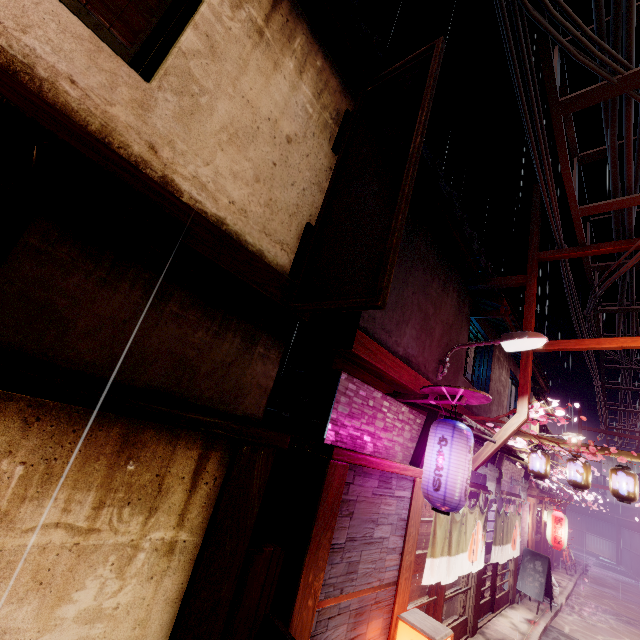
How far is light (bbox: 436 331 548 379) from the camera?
9.6m

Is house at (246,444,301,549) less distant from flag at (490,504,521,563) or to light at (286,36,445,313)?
light at (286,36,445,313)

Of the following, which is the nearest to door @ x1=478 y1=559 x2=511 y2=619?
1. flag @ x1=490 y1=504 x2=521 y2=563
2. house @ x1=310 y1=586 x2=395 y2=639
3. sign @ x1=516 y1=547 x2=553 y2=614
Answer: flag @ x1=490 y1=504 x2=521 y2=563

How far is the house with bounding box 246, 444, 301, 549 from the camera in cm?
684

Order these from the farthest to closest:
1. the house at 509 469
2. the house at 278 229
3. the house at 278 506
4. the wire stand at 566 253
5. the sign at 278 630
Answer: the house at 509 469 → the wire stand at 566 253 → the house at 278 506 → the sign at 278 630 → the house at 278 229

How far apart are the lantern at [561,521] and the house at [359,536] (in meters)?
17.73

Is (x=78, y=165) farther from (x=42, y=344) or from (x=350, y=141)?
(x=350, y=141)

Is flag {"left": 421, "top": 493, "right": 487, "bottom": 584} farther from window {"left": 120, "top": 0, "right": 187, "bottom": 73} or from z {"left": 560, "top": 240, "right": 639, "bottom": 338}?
window {"left": 120, "top": 0, "right": 187, "bottom": 73}
